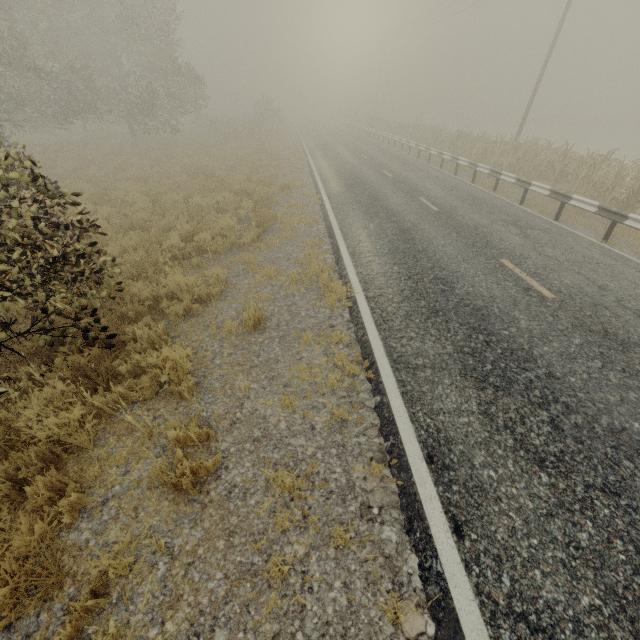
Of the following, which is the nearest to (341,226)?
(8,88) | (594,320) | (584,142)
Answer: (594,320)

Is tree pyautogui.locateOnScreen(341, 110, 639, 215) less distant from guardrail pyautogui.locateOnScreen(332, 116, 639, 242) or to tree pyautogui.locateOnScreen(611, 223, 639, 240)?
tree pyautogui.locateOnScreen(611, 223, 639, 240)

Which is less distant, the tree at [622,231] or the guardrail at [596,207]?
the guardrail at [596,207]

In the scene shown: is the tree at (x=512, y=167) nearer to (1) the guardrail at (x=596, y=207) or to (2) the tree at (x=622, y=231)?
(2) the tree at (x=622, y=231)

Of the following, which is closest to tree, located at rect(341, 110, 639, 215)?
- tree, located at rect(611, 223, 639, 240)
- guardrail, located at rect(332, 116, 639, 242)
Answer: tree, located at rect(611, 223, 639, 240)

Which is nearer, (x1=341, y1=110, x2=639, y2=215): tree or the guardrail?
the guardrail

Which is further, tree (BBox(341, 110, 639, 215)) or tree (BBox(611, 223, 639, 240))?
tree (BBox(341, 110, 639, 215))

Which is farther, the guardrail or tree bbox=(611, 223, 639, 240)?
tree bbox=(611, 223, 639, 240)
